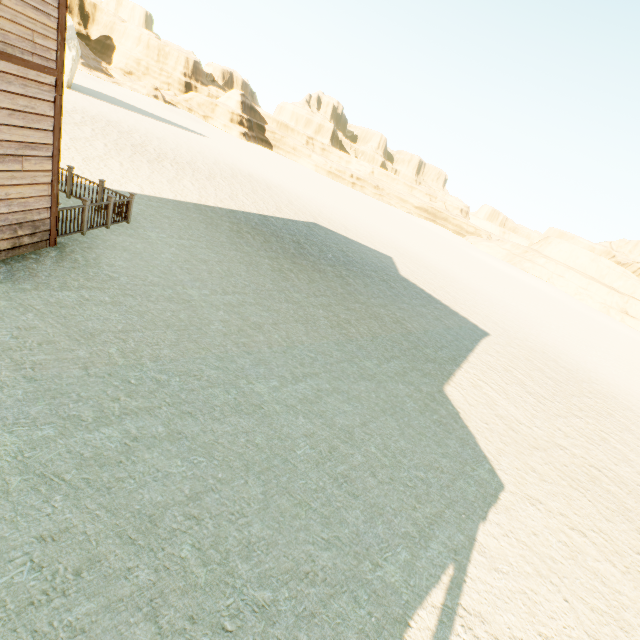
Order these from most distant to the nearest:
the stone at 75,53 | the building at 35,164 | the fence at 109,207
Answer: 1. the stone at 75,53
2. the fence at 109,207
3. the building at 35,164

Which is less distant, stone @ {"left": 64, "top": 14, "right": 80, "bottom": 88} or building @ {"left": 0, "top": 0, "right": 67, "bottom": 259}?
building @ {"left": 0, "top": 0, "right": 67, "bottom": 259}

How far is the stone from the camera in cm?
3105

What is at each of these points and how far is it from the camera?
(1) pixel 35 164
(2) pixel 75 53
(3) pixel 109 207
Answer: (1) building, 6.54m
(2) stone, 31.56m
(3) fence, 9.45m

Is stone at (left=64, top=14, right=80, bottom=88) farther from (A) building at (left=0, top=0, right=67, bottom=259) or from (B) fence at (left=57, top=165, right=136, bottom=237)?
(A) building at (left=0, top=0, right=67, bottom=259)

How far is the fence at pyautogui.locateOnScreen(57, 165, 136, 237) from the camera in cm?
821

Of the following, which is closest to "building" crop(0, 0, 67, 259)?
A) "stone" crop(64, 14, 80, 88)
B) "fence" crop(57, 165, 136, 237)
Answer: "fence" crop(57, 165, 136, 237)

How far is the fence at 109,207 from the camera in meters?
8.2 m
